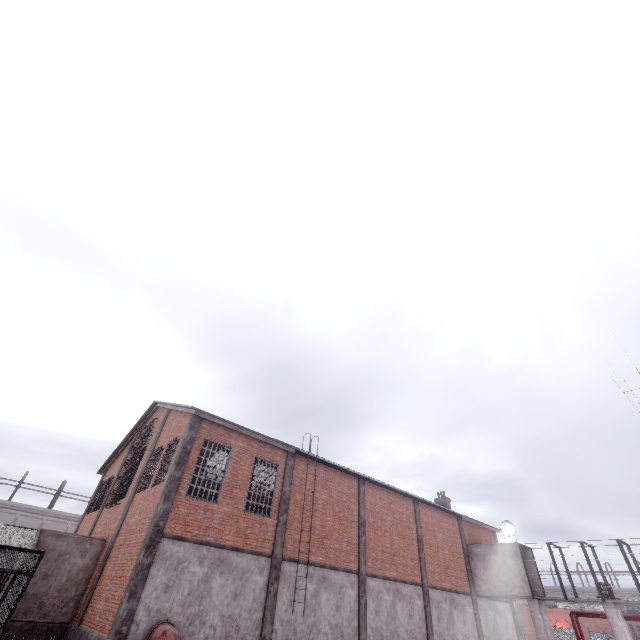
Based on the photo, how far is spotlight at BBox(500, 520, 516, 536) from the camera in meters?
23.9 m

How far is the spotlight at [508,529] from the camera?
23.9m

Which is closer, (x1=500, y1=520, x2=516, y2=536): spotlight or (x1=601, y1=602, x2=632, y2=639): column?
(x1=601, y1=602, x2=632, y2=639): column

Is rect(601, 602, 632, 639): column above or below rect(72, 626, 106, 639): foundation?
above

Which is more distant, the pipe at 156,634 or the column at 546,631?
the column at 546,631

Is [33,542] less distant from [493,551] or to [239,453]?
[239,453]

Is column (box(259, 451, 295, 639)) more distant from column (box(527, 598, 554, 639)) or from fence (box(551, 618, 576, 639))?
fence (box(551, 618, 576, 639))

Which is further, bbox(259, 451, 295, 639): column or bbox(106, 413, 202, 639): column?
bbox(259, 451, 295, 639): column
